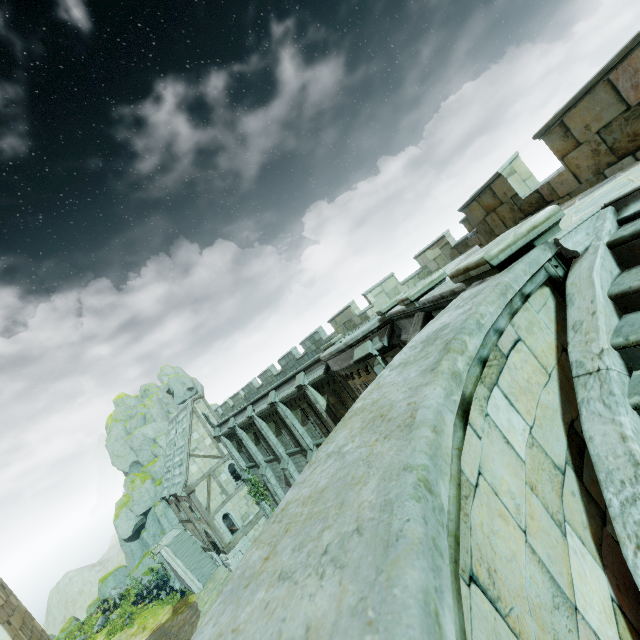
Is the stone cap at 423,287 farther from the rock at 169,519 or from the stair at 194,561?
the rock at 169,519

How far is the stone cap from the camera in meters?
3.2 m

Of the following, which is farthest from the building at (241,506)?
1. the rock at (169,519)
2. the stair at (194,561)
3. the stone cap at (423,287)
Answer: the stone cap at (423,287)

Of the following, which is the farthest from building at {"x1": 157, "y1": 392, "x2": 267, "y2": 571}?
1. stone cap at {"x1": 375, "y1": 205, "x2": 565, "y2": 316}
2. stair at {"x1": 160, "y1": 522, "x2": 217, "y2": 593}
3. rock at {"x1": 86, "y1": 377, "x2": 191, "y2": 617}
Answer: stone cap at {"x1": 375, "y1": 205, "x2": 565, "y2": 316}

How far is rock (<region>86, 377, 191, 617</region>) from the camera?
35.6 meters

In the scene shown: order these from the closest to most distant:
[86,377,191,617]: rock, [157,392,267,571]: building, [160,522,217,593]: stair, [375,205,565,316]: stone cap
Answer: [375,205,565,316]: stone cap, [157,392,267,571]: building, [160,522,217,593]: stair, [86,377,191,617]: rock

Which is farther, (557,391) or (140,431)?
(140,431)

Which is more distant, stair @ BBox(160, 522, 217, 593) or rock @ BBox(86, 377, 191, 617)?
rock @ BBox(86, 377, 191, 617)
